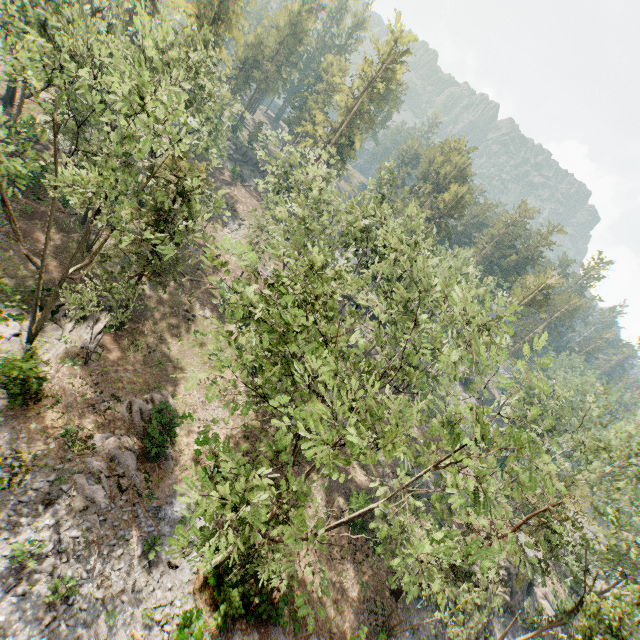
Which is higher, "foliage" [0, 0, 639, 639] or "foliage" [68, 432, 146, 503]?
"foliage" [0, 0, 639, 639]

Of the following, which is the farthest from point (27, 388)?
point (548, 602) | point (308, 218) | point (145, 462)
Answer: point (548, 602)

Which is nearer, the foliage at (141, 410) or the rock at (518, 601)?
the foliage at (141, 410)

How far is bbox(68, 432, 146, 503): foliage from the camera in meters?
17.1 m

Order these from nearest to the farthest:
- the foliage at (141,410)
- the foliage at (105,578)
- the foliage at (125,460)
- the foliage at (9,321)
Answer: the foliage at (9,321), the foliage at (105,578), the foliage at (125,460), the foliage at (141,410)

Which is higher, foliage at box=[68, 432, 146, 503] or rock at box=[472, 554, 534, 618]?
rock at box=[472, 554, 534, 618]
